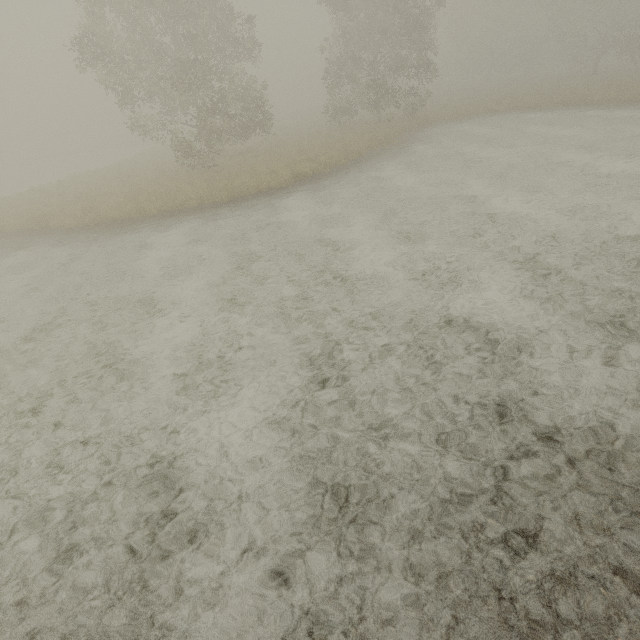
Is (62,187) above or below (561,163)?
above
